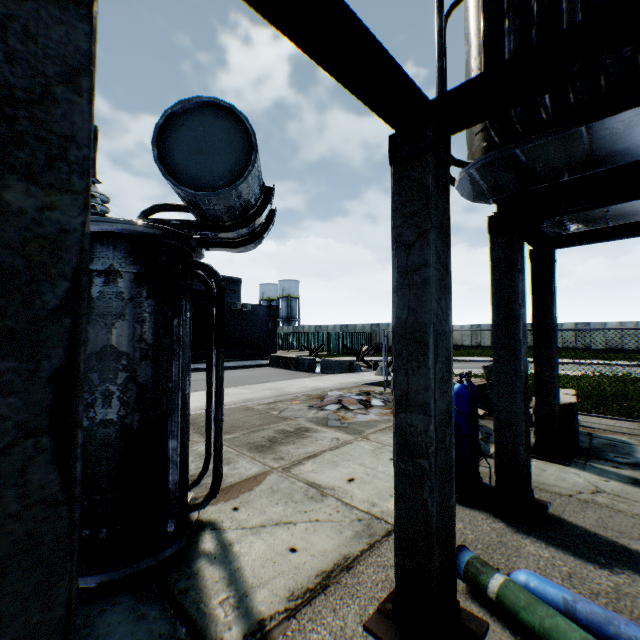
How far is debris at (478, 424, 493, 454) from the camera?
5.4m

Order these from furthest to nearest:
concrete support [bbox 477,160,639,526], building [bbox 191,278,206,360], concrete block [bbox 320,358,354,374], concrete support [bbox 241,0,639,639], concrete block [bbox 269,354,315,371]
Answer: building [bbox 191,278,206,360]
concrete block [bbox 269,354,315,371]
concrete block [bbox 320,358,354,374]
concrete support [bbox 477,160,639,526]
concrete support [bbox 241,0,639,639]

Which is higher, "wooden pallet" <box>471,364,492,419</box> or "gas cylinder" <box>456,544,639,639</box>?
"wooden pallet" <box>471,364,492,419</box>

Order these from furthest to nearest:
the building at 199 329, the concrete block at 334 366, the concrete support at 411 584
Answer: the building at 199 329 < the concrete block at 334 366 < the concrete support at 411 584

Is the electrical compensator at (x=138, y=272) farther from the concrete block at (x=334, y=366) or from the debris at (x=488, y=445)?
the concrete block at (x=334, y=366)

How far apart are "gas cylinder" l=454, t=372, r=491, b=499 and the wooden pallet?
3.5 meters

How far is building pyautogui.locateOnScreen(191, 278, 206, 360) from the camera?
24.9 meters

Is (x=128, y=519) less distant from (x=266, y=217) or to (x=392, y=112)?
(x=266, y=217)
